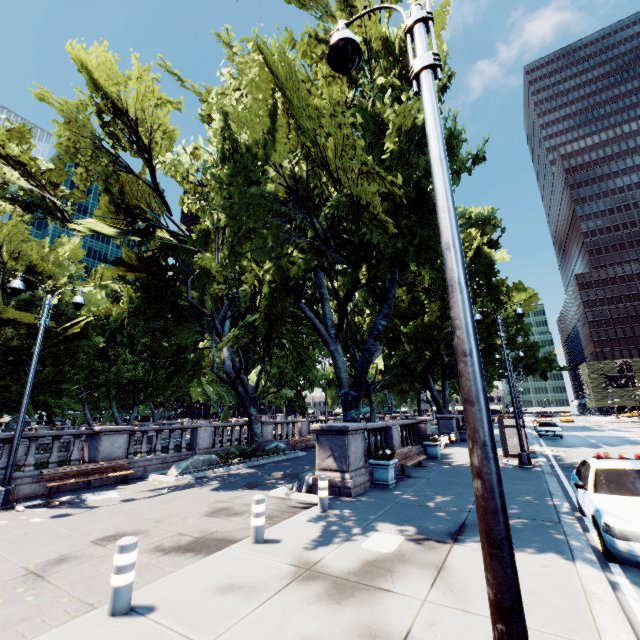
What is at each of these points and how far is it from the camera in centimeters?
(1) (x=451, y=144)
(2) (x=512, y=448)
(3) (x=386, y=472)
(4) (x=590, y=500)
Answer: (1) tree, 1331cm
(2) bus stop, 1703cm
(3) planter, 1087cm
(4) vehicle, 628cm

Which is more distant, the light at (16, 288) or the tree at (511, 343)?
the tree at (511, 343)

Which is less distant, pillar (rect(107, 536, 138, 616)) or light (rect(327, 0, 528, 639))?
light (rect(327, 0, 528, 639))

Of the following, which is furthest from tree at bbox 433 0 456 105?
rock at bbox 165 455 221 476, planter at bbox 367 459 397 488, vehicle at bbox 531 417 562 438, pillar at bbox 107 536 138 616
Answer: pillar at bbox 107 536 138 616

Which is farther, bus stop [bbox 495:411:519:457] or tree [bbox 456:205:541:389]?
bus stop [bbox 495:411:519:457]

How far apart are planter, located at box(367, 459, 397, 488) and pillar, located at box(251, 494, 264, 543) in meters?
5.4

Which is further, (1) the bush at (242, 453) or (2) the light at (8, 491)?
(1) the bush at (242, 453)

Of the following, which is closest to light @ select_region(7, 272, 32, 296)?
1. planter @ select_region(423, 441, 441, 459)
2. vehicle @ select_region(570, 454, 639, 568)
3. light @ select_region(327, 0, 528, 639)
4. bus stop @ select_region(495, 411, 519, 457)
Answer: light @ select_region(327, 0, 528, 639)
